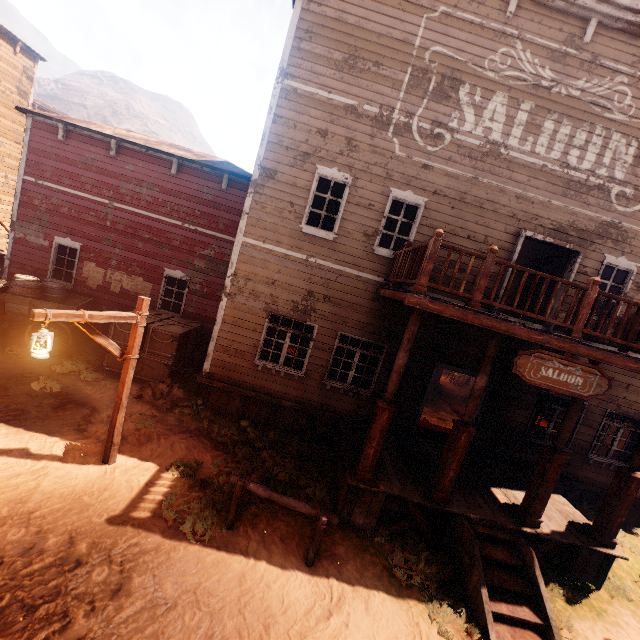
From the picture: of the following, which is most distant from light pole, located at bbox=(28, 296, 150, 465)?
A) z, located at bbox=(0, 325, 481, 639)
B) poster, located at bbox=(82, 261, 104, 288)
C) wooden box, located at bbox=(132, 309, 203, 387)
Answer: poster, located at bbox=(82, 261, 104, 288)

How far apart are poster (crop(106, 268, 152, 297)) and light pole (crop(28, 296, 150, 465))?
6.1 meters

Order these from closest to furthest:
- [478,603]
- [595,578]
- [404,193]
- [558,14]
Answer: [478,603] < [595,578] < [558,14] < [404,193]

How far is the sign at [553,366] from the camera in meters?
5.6 m

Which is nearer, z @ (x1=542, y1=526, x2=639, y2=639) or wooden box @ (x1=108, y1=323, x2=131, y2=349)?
z @ (x1=542, y1=526, x2=639, y2=639)

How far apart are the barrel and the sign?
12.62m

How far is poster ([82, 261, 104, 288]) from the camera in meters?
11.5

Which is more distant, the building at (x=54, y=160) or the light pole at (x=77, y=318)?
the building at (x=54, y=160)
